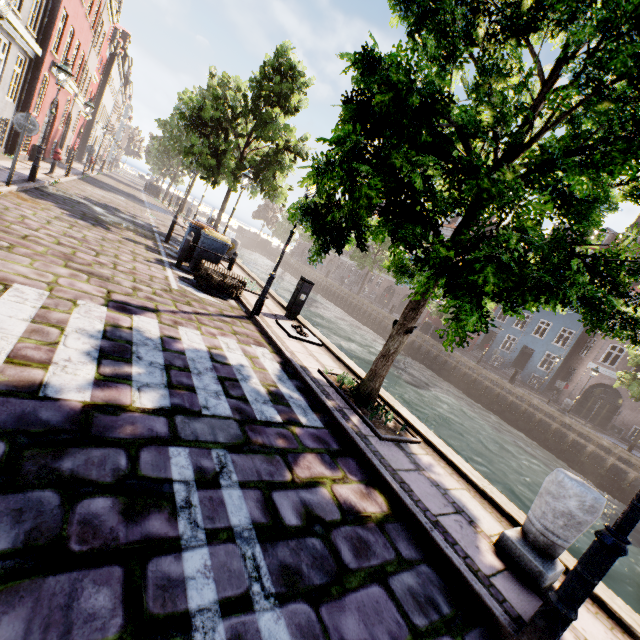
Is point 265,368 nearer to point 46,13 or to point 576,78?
point 576,78

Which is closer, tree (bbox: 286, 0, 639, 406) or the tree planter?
tree (bbox: 286, 0, 639, 406)

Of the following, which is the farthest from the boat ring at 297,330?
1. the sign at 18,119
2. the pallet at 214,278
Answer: the sign at 18,119

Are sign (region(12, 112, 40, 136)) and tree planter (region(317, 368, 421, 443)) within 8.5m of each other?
no

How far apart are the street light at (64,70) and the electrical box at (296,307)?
9.5m

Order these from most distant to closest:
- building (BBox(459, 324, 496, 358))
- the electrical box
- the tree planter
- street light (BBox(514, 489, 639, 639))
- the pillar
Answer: building (BBox(459, 324, 496, 358)) < the electrical box < the tree planter < the pillar < street light (BBox(514, 489, 639, 639))

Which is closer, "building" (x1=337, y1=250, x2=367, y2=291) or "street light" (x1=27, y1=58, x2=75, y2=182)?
"street light" (x1=27, y1=58, x2=75, y2=182)

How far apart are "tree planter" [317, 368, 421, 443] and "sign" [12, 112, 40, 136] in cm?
962
